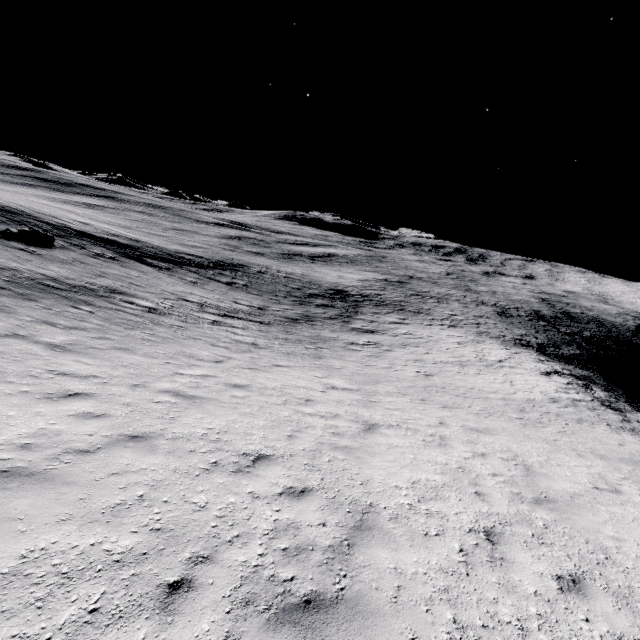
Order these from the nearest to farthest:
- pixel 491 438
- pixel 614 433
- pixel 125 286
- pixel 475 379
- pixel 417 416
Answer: pixel 491 438 < pixel 417 416 < pixel 614 433 < pixel 475 379 < pixel 125 286
